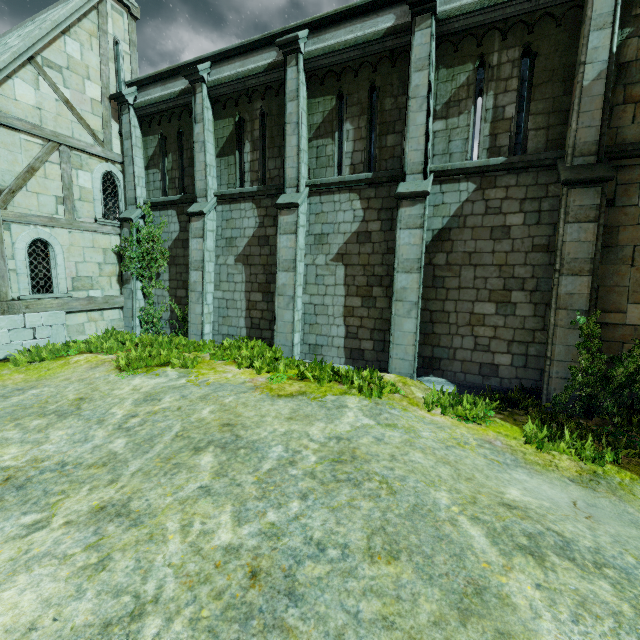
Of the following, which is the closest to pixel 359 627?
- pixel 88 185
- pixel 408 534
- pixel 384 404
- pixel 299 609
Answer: pixel 299 609

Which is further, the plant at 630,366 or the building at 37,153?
the building at 37,153

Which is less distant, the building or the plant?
the plant

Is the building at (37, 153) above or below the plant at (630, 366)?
above

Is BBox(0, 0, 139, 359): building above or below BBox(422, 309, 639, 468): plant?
above
